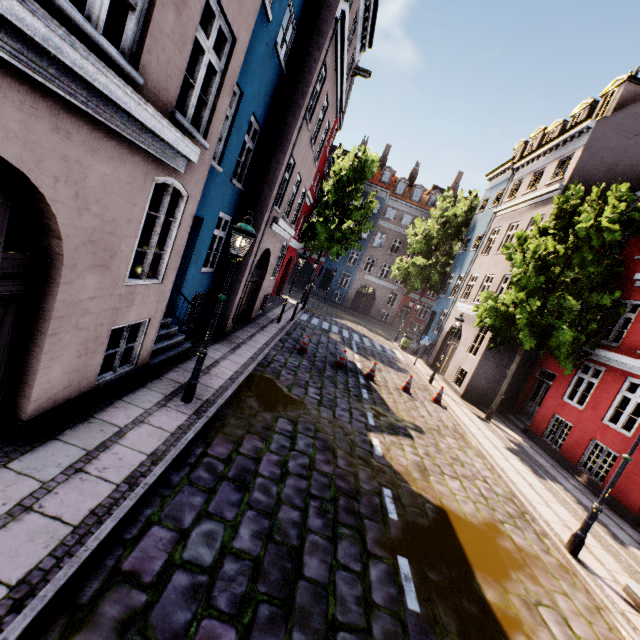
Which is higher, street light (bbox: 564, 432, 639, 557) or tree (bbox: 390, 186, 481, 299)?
tree (bbox: 390, 186, 481, 299)

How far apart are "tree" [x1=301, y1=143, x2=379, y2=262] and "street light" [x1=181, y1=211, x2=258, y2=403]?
20.4 meters

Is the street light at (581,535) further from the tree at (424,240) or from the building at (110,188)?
the tree at (424,240)

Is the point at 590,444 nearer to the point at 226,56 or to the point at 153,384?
the point at 153,384

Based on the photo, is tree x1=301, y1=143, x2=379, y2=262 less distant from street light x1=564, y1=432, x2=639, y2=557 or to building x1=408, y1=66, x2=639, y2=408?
building x1=408, y1=66, x2=639, y2=408

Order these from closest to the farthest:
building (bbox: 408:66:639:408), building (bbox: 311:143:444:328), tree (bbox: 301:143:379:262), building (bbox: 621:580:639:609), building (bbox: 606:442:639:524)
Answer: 1. building (bbox: 621:580:639:609)
2. building (bbox: 606:442:639:524)
3. building (bbox: 408:66:639:408)
4. tree (bbox: 301:143:379:262)
5. building (bbox: 311:143:444:328)

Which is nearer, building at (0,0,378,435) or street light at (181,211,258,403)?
building at (0,0,378,435)

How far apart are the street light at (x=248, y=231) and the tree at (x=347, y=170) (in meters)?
20.43
